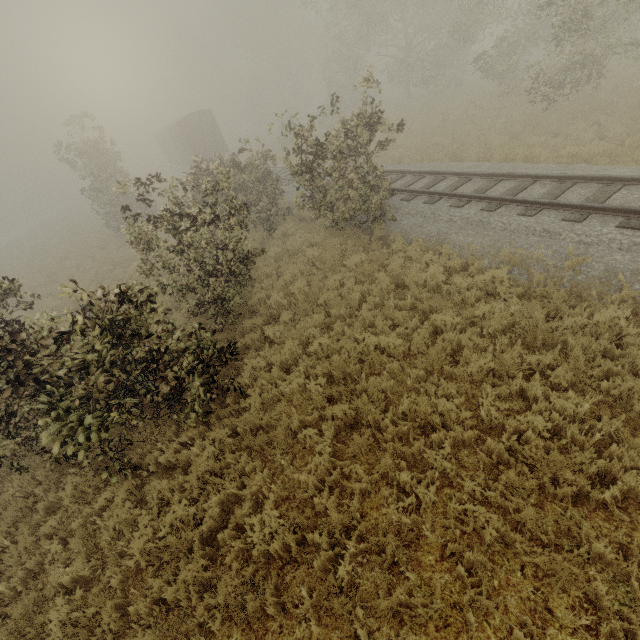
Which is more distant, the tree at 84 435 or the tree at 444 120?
the tree at 444 120

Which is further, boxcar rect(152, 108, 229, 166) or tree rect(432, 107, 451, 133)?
boxcar rect(152, 108, 229, 166)

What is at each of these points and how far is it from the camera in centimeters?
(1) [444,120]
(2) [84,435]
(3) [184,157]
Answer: (1) tree, 1852cm
(2) tree, 502cm
(3) boxcar, 3369cm

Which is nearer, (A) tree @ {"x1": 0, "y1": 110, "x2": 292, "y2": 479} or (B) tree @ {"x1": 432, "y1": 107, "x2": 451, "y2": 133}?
(A) tree @ {"x1": 0, "y1": 110, "x2": 292, "y2": 479}

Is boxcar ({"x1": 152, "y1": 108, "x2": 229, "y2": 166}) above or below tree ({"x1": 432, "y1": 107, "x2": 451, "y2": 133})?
above

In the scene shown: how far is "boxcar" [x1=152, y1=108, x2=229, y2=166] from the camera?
28.9m

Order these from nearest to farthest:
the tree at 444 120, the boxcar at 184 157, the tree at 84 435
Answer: the tree at 84 435
the tree at 444 120
the boxcar at 184 157

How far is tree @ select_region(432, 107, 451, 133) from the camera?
17.8m
